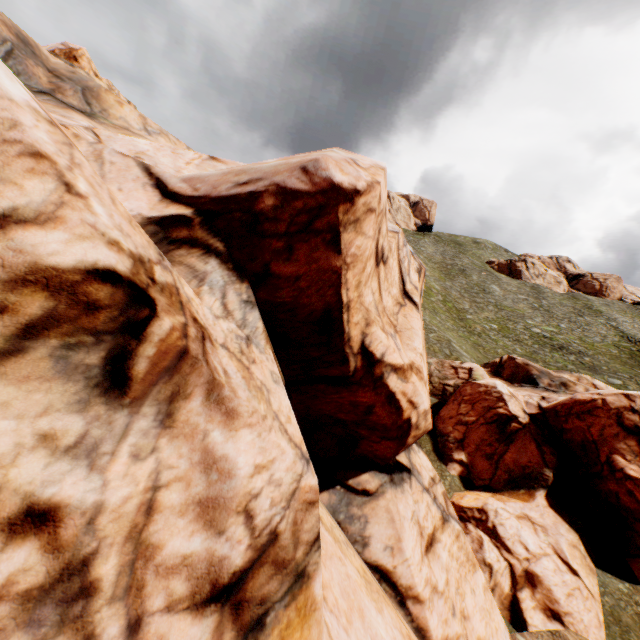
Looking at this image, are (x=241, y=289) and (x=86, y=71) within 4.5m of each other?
no
